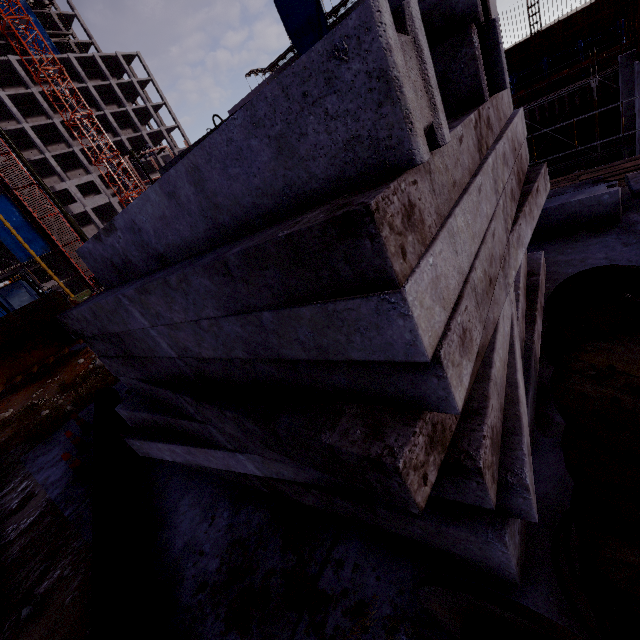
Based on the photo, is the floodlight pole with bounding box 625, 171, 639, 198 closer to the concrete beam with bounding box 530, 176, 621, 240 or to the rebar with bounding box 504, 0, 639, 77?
the concrete beam with bounding box 530, 176, 621, 240

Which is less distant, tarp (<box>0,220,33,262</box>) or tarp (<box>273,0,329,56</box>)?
tarp (<box>273,0,329,56</box>)

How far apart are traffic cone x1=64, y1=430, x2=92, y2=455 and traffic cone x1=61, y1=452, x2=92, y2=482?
0.6 meters

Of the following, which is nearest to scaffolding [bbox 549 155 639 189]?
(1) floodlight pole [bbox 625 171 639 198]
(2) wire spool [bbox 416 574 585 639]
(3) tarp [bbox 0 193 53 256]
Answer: (1) floodlight pole [bbox 625 171 639 198]

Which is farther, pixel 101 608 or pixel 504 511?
pixel 101 608

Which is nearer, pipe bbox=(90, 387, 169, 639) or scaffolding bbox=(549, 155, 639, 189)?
pipe bbox=(90, 387, 169, 639)

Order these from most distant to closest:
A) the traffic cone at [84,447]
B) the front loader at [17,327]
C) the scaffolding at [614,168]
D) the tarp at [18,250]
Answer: the tarp at [18,250], the front loader at [17,327], the scaffolding at [614,168], the traffic cone at [84,447]

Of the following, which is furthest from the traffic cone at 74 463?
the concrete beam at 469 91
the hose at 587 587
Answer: the hose at 587 587
